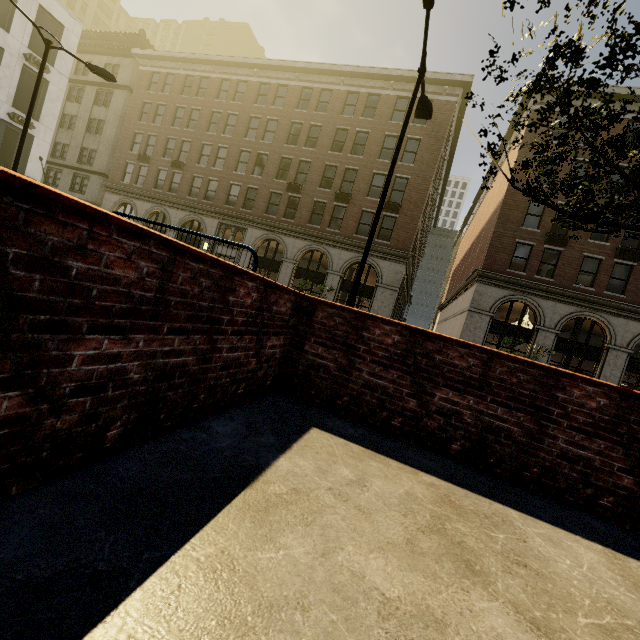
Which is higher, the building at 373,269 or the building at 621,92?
the building at 621,92

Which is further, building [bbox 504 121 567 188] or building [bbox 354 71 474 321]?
building [bbox 354 71 474 321]

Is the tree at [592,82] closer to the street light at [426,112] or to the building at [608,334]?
the building at [608,334]

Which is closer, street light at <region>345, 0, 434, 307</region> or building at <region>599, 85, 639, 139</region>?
street light at <region>345, 0, 434, 307</region>

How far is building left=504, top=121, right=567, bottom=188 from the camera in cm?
2161

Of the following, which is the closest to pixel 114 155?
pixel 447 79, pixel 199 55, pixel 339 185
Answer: pixel 199 55

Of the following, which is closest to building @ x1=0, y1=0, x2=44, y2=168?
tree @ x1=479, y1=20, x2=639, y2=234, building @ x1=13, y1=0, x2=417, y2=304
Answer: building @ x1=13, y1=0, x2=417, y2=304

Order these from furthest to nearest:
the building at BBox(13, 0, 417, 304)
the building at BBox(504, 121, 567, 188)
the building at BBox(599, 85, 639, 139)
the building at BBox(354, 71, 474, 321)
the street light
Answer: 1. the building at BBox(13, 0, 417, 304)
2. the building at BBox(354, 71, 474, 321)
3. the building at BBox(504, 121, 567, 188)
4. the building at BBox(599, 85, 639, 139)
5. the street light
